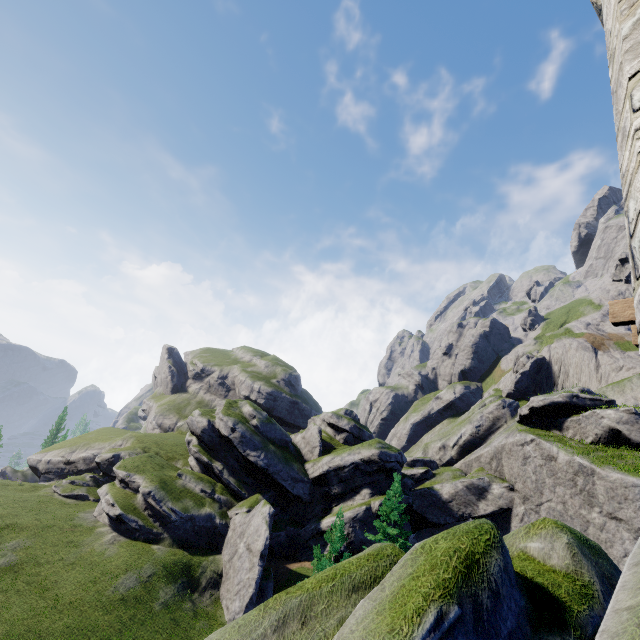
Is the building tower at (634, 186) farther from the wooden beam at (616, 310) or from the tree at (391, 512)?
the tree at (391, 512)

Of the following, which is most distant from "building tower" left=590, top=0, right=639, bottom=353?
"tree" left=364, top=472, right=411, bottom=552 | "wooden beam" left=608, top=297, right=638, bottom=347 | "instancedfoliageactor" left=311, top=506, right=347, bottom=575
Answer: "tree" left=364, top=472, right=411, bottom=552

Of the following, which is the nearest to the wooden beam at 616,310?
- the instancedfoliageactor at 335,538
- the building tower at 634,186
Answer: the building tower at 634,186

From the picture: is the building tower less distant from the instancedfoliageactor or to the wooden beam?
the wooden beam

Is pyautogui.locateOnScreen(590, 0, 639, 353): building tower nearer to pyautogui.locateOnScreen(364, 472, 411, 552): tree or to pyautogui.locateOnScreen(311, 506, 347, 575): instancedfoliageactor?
pyautogui.locateOnScreen(311, 506, 347, 575): instancedfoliageactor

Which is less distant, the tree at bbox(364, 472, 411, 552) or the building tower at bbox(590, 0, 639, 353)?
the building tower at bbox(590, 0, 639, 353)

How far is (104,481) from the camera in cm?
4350
